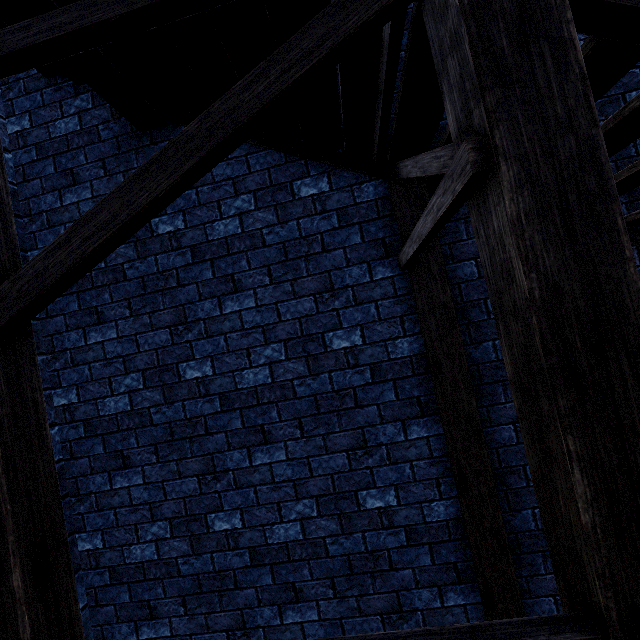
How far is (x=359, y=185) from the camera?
3.03m
